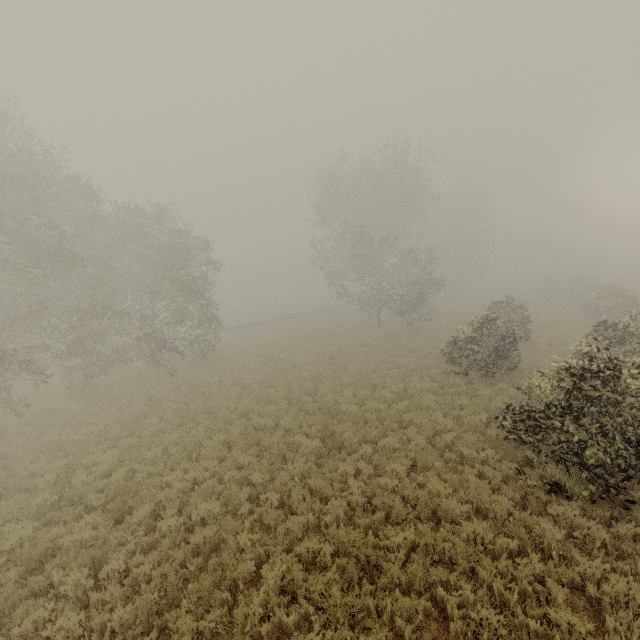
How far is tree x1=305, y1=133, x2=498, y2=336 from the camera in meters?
28.3 m

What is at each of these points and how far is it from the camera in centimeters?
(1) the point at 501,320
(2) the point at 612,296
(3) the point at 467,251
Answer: (1) tree, 1557cm
(2) tree, 2639cm
(3) tree, 4472cm

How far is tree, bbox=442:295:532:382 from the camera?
15.59m

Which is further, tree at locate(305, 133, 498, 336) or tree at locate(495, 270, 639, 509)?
tree at locate(305, 133, 498, 336)

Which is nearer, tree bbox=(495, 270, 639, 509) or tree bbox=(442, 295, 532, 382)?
tree bbox=(495, 270, 639, 509)

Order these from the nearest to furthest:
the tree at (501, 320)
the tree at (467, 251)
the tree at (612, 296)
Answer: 1. the tree at (612, 296)
2. the tree at (501, 320)
3. the tree at (467, 251)

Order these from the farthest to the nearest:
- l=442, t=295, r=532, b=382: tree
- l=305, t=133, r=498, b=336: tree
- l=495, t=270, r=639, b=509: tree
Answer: l=305, t=133, r=498, b=336: tree → l=442, t=295, r=532, b=382: tree → l=495, t=270, r=639, b=509: tree

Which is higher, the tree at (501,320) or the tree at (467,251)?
the tree at (467,251)
